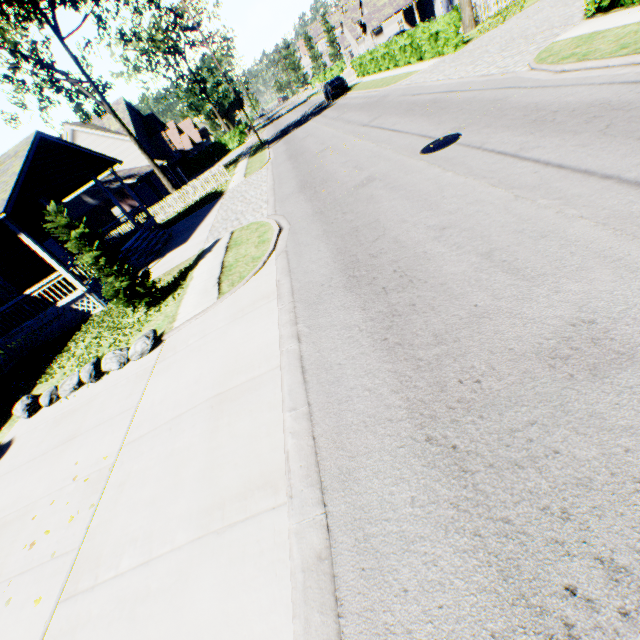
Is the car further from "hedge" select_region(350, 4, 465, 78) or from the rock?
the rock

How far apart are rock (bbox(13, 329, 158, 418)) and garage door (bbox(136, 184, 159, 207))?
29.0m

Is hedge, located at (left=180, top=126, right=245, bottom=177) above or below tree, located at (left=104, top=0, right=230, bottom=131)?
below

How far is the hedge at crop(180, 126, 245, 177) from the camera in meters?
48.8

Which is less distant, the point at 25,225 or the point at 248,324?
the point at 248,324

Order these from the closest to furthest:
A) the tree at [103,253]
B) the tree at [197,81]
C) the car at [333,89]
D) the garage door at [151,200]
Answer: the tree at [103,253], the tree at [197,81], the car at [333,89], the garage door at [151,200]

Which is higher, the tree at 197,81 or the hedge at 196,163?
the tree at 197,81

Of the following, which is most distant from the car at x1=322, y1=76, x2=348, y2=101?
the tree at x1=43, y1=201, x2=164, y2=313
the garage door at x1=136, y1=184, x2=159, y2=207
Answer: the tree at x1=43, y1=201, x2=164, y2=313
